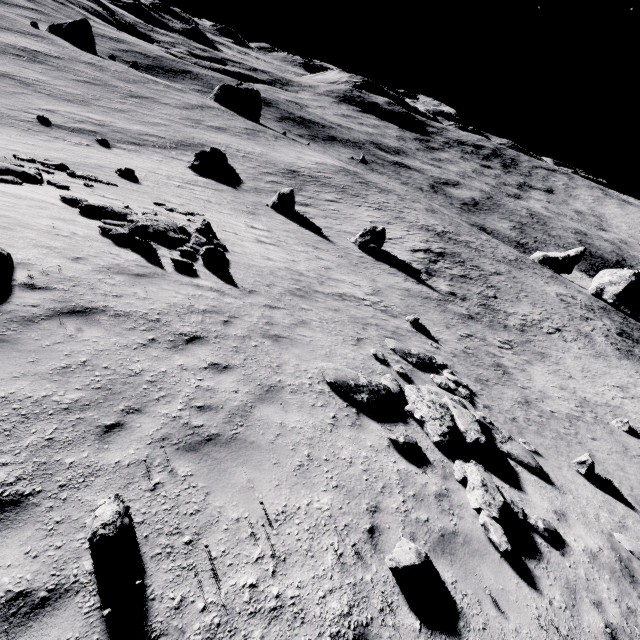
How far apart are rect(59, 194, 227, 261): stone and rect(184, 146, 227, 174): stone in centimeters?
2422cm

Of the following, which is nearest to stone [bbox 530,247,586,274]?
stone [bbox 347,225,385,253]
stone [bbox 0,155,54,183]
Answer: stone [bbox 347,225,385,253]

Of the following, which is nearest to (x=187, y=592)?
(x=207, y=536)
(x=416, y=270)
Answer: (x=207, y=536)

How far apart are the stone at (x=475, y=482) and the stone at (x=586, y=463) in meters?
4.6 m

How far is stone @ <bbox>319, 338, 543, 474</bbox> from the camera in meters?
7.7

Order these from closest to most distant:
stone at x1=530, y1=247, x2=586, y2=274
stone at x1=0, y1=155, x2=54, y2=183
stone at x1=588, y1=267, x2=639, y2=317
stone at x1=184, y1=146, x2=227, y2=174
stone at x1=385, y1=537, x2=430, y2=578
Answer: stone at x1=385, y1=537, x2=430, y2=578 < stone at x1=0, y1=155, x2=54, y2=183 < stone at x1=184, y1=146, x2=227, y2=174 < stone at x1=588, y1=267, x2=639, y2=317 < stone at x1=530, y1=247, x2=586, y2=274

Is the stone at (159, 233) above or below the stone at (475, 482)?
below

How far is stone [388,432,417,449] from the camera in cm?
670
